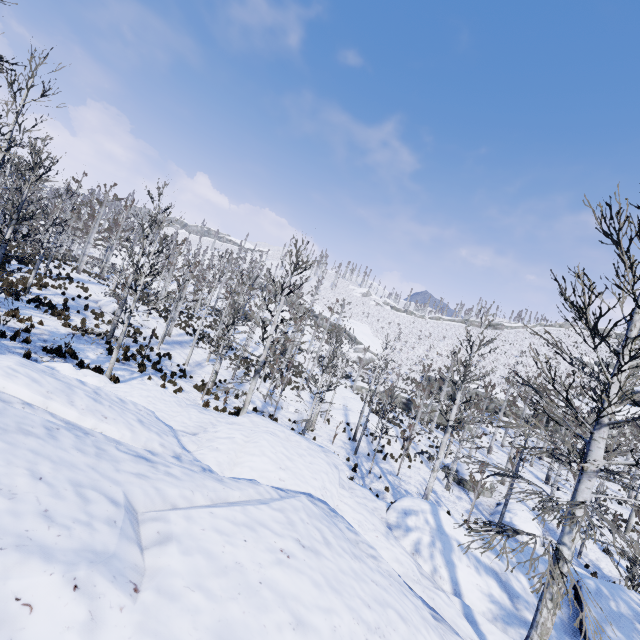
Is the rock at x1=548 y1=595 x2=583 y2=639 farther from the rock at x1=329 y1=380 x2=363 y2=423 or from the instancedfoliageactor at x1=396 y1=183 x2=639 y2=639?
the rock at x1=329 y1=380 x2=363 y2=423

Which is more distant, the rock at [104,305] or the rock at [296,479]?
the rock at [104,305]

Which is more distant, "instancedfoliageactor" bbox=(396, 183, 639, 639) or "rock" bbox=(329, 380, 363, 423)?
"rock" bbox=(329, 380, 363, 423)

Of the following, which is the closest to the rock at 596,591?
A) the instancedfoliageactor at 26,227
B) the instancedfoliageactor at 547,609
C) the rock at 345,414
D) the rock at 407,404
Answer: the instancedfoliageactor at 26,227

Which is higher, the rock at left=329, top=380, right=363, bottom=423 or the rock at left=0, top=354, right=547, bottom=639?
the rock at left=0, top=354, right=547, bottom=639

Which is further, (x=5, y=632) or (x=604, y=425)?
(x=604, y=425)

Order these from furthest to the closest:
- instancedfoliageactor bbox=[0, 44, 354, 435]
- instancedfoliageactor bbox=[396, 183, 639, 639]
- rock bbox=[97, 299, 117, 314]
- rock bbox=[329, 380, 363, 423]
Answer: rock bbox=[329, 380, 363, 423] → rock bbox=[97, 299, 117, 314] → instancedfoliageactor bbox=[0, 44, 354, 435] → instancedfoliageactor bbox=[396, 183, 639, 639]

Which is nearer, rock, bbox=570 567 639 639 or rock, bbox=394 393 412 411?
rock, bbox=570 567 639 639
